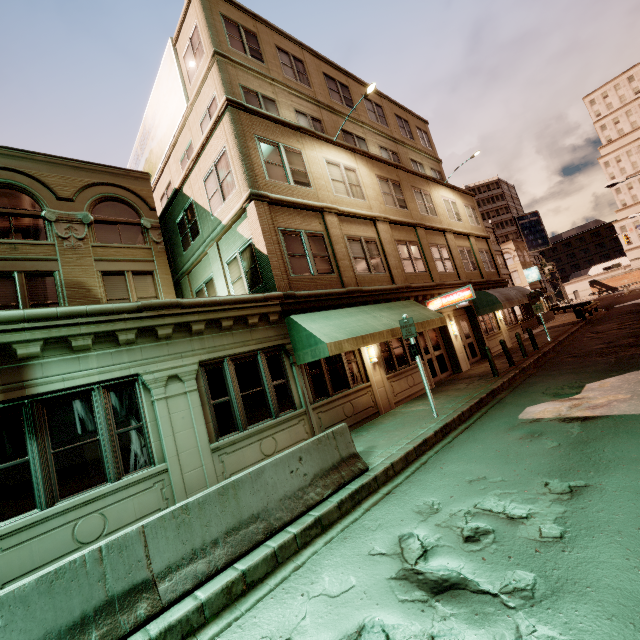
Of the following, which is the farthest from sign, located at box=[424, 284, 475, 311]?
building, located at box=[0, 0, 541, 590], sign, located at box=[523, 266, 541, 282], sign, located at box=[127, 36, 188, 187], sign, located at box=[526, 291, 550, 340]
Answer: sign, located at box=[523, 266, 541, 282]

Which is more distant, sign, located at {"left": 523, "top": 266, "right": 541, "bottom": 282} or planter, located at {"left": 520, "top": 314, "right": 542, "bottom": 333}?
sign, located at {"left": 523, "top": 266, "right": 541, "bottom": 282}

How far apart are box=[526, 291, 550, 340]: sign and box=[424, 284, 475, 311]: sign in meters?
7.8 m

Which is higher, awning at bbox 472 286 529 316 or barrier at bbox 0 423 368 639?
awning at bbox 472 286 529 316

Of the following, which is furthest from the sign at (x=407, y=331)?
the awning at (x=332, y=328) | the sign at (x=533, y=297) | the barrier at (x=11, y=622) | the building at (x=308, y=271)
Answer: the sign at (x=533, y=297)

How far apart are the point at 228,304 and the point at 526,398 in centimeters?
880cm

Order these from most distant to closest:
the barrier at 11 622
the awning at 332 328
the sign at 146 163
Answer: the sign at 146 163 < the awning at 332 328 < the barrier at 11 622

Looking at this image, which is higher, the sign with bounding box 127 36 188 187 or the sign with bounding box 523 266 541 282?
the sign with bounding box 127 36 188 187
